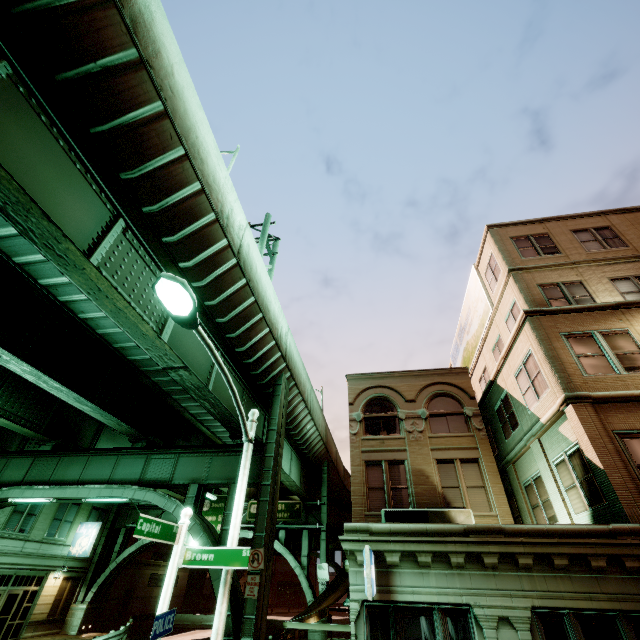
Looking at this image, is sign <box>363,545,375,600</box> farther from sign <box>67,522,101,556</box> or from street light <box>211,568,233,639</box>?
sign <box>67,522,101,556</box>

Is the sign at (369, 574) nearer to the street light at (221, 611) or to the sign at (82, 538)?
the street light at (221, 611)

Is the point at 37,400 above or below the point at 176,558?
above

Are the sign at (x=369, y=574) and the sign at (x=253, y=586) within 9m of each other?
yes

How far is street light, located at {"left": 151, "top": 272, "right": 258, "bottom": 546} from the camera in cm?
575

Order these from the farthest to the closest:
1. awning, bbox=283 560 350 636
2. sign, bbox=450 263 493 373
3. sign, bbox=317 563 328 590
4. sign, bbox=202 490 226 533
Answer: sign, bbox=202 490 226 533 → sign, bbox=317 563 328 590 → sign, bbox=450 263 493 373 → awning, bbox=283 560 350 636

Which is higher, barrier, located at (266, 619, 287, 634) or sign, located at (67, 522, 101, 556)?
sign, located at (67, 522, 101, 556)

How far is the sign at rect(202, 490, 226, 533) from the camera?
27.5 meters
